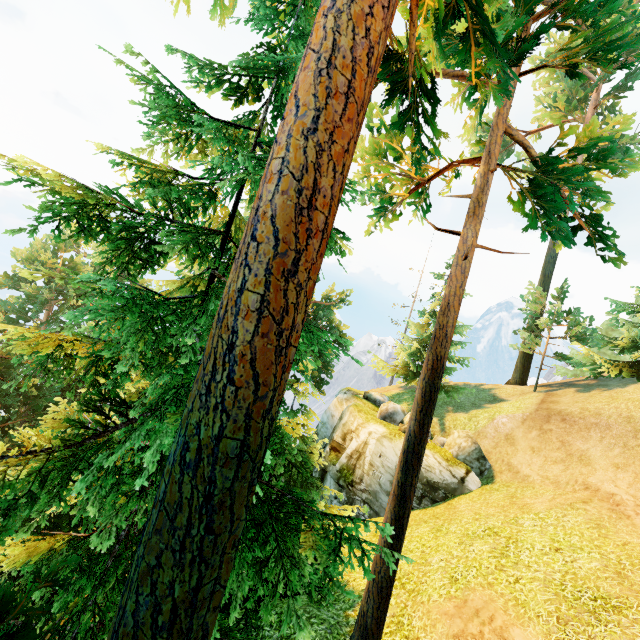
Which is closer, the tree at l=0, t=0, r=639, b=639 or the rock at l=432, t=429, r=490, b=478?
the tree at l=0, t=0, r=639, b=639

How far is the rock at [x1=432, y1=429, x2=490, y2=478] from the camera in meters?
17.1

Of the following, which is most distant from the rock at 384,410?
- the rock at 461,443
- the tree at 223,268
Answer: the tree at 223,268

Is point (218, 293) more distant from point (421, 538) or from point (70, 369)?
point (421, 538)

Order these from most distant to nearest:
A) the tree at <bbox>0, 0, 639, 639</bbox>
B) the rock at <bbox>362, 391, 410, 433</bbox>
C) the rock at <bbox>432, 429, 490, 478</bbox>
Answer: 1. the rock at <bbox>362, 391, 410, 433</bbox>
2. the rock at <bbox>432, 429, 490, 478</bbox>
3. the tree at <bbox>0, 0, 639, 639</bbox>

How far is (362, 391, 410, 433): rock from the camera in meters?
20.7 m

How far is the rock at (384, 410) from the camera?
20.7 meters

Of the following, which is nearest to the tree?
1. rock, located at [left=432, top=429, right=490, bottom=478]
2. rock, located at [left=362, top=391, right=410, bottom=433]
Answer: rock, located at [left=362, top=391, right=410, bottom=433]
